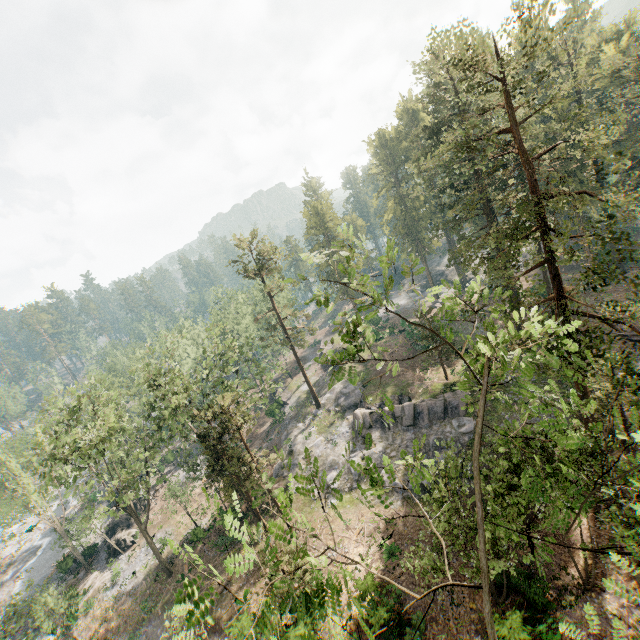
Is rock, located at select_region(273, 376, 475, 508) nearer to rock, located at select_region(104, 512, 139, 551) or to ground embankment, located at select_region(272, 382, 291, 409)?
ground embankment, located at select_region(272, 382, 291, 409)

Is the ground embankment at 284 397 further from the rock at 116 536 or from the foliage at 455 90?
the rock at 116 536

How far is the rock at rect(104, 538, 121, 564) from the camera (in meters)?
37.06

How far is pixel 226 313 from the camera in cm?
5744

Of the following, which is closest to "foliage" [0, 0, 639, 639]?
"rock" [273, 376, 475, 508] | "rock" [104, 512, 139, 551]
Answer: "rock" [273, 376, 475, 508]

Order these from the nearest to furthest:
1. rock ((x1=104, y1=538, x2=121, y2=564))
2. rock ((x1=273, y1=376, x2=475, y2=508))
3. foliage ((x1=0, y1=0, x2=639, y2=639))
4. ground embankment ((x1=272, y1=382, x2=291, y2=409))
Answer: foliage ((x1=0, y1=0, x2=639, y2=639)) → rock ((x1=273, y1=376, x2=475, y2=508)) → rock ((x1=104, y1=538, x2=121, y2=564)) → ground embankment ((x1=272, y1=382, x2=291, y2=409))

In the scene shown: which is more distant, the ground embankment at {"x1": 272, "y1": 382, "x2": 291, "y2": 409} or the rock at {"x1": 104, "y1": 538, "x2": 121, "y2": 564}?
the ground embankment at {"x1": 272, "y1": 382, "x2": 291, "y2": 409}

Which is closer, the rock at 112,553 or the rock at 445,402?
the rock at 445,402
